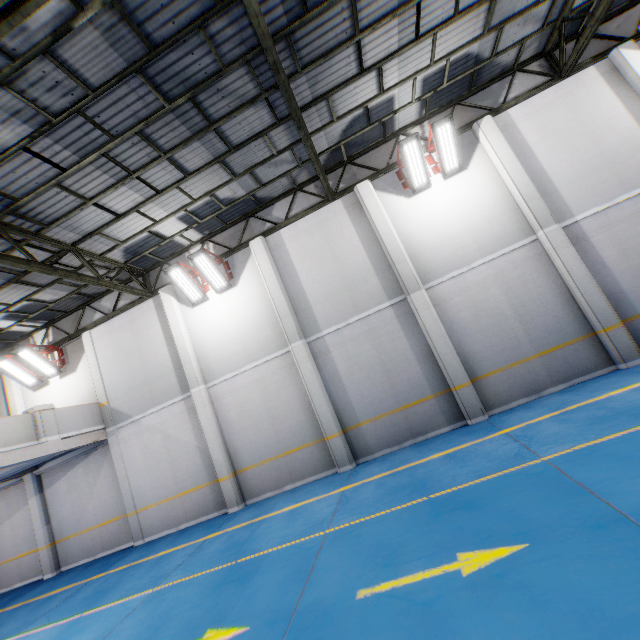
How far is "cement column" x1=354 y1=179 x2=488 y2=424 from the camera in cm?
890

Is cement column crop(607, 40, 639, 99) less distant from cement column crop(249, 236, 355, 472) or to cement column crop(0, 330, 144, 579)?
cement column crop(249, 236, 355, 472)

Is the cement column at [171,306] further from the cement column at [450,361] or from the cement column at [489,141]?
the cement column at [489,141]

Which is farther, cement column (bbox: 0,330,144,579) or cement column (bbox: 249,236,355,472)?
cement column (bbox: 0,330,144,579)

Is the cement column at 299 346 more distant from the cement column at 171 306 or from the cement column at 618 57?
the cement column at 618 57

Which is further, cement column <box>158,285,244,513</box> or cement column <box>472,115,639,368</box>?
cement column <box>158,285,244,513</box>

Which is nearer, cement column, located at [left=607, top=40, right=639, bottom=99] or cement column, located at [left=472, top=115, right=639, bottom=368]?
cement column, located at [left=472, top=115, right=639, bottom=368]

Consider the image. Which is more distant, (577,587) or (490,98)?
(490,98)
